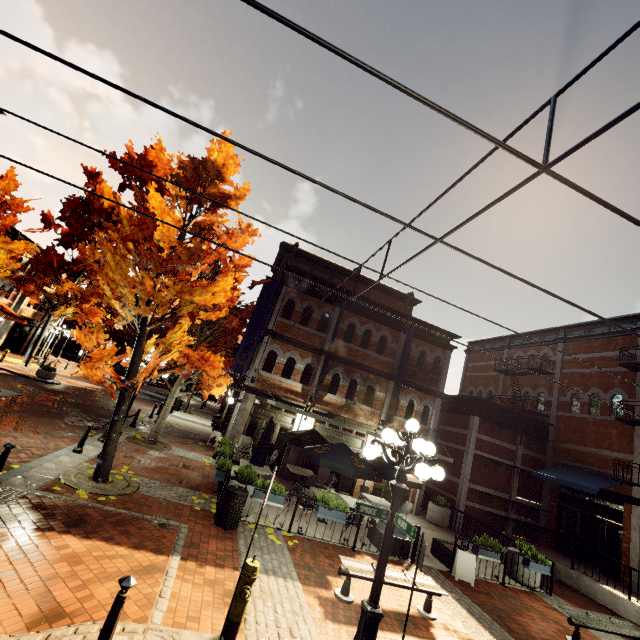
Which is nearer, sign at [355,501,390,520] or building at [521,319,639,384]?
sign at [355,501,390,520]

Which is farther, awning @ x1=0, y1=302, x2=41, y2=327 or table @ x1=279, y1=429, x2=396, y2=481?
awning @ x1=0, y1=302, x2=41, y2=327

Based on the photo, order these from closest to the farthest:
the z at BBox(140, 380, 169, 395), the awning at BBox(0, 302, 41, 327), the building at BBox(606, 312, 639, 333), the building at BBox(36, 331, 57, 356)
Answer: the building at BBox(606, 312, 639, 333)
the awning at BBox(0, 302, 41, 327)
the building at BBox(36, 331, 57, 356)
the z at BBox(140, 380, 169, 395)

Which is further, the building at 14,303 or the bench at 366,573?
the building at 14,303

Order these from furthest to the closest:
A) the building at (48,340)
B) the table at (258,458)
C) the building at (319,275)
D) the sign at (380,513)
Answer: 1. the building at (48,340)
2. the building at (319,275)
3. the table at (258,458)
4. the sign at (380,513)

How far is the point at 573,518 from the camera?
15.7m

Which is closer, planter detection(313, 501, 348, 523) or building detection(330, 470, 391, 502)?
planter detection(313, 501, 348, 523)

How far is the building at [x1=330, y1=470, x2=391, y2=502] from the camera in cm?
1565
